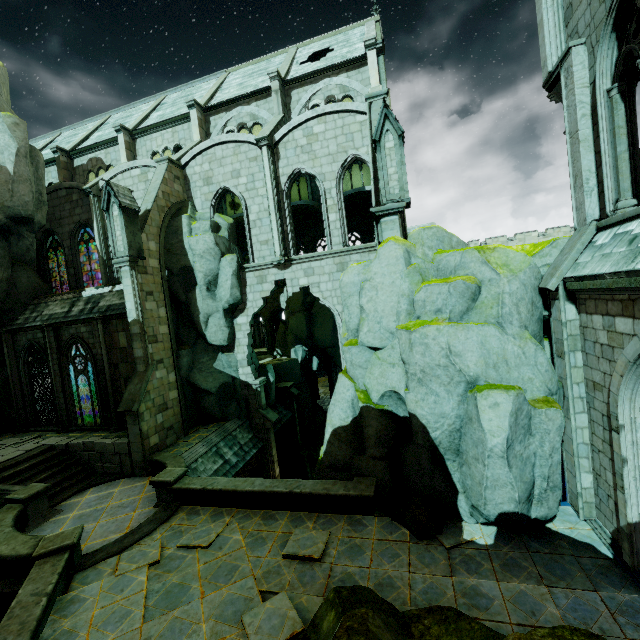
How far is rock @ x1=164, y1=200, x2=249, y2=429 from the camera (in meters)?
17.03

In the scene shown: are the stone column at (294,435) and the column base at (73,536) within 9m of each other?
no

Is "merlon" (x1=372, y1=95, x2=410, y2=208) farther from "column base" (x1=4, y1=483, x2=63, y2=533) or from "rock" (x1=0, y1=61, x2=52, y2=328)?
"column base" (x1=4, y1=483, x2=63, y2=533)

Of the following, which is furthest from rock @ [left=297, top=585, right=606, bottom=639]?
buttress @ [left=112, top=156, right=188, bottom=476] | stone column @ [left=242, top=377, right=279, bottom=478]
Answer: buttress @ [left=112, top=156, right=188, bottom=476]

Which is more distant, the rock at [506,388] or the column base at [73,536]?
the column base at [73,536]

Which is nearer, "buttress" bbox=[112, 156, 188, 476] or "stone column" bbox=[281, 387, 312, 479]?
"buttress" bbox=[112, 156, 188, 476]

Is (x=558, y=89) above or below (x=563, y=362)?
above

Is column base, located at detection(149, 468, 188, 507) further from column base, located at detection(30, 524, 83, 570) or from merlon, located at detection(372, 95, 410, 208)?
merlon, located at detection(372, 95, 410, 208)
